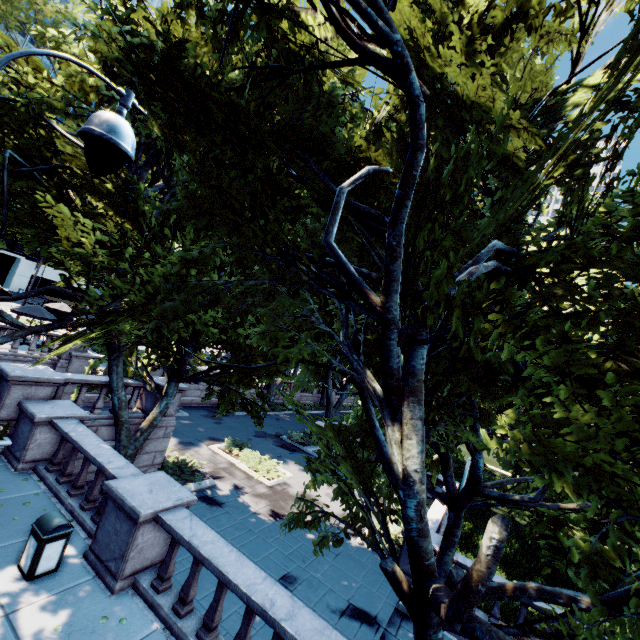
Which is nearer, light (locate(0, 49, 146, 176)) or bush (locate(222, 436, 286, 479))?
light (locate(0, 49, 146, 176))

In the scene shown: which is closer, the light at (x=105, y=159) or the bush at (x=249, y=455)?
the light at (x=105, y=159)

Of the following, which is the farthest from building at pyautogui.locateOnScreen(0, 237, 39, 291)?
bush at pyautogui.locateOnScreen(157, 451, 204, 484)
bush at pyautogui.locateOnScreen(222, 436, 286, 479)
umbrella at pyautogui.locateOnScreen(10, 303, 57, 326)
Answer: bush at pyautogui.locateOnScreen(157, 451, 204, 484)

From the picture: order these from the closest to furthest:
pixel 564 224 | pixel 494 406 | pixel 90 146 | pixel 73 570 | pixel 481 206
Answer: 1. pixel 90 146
2. pixel 73 570
3. pixel 564 224
4. pixel 481 206
5. pixel 494 406

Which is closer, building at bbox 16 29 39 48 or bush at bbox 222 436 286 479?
bush at bbox 222 436 286 479

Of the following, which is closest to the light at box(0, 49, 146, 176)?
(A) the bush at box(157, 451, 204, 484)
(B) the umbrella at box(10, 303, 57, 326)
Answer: (B) the umbrella at box(10, 303, 57, 326)

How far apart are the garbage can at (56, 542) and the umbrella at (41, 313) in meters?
22.3

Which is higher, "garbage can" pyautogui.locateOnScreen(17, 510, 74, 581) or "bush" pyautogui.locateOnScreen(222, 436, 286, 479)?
"garbage can" pyautogui.locateOnScreen(17, 510, 74, 581)
